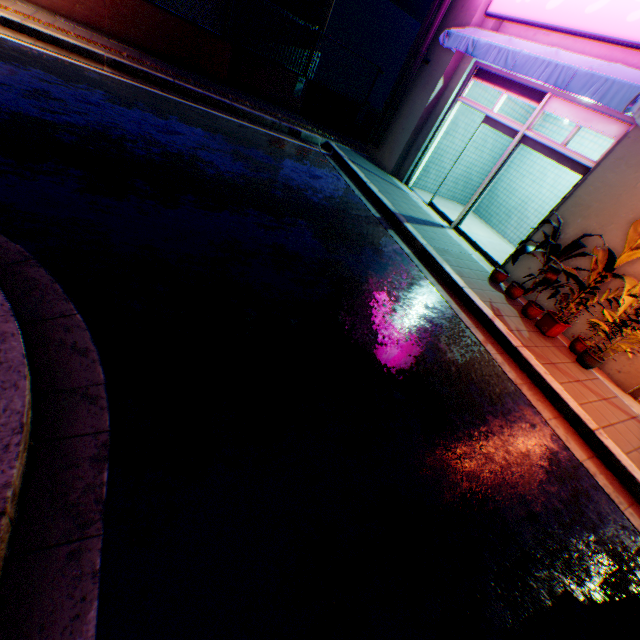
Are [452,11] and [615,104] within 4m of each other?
no

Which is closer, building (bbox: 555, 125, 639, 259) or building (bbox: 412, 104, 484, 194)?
building (bbox: 555, 125, 639, 259)

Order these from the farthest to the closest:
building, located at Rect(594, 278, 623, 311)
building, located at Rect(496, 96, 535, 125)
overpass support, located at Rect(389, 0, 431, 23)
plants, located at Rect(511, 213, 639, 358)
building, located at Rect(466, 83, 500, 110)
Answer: overpass support, located at Rect(389, 0, 431, 23), building, located at Rect(496, 96, 535, 125), building, located at Rect(466, 83, 500, 110), building, located at Rect(594, 278, 623, 311), plants, located at Rect(511, 213, 639, 358)

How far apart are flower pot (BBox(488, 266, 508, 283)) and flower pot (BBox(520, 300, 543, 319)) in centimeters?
74cm

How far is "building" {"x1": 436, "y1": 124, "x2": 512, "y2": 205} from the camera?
9.8m

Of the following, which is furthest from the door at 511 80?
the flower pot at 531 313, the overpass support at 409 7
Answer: the overpass support at 409 7

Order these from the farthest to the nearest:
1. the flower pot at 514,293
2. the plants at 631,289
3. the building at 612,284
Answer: the flower pot at 514,293
the building at 612,284
the plants at 631,289
